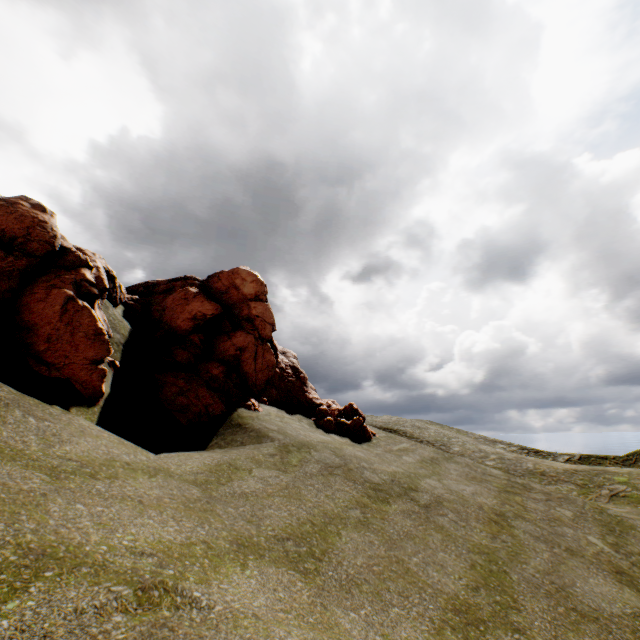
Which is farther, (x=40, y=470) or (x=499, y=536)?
(x=499, y=536)
